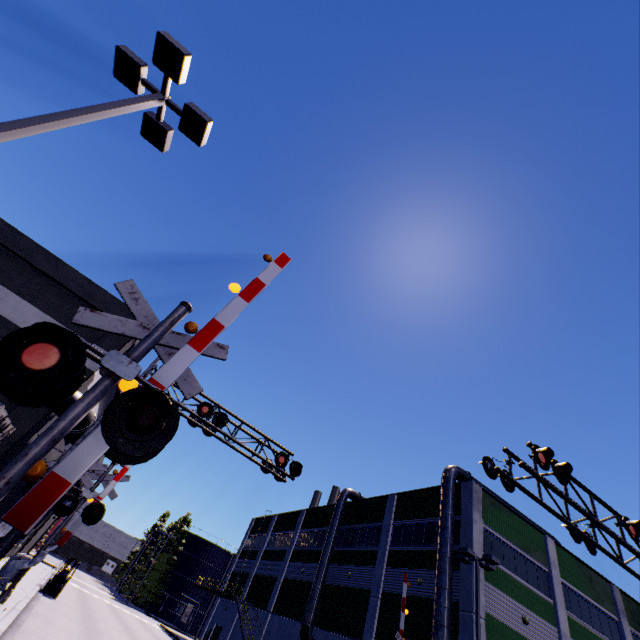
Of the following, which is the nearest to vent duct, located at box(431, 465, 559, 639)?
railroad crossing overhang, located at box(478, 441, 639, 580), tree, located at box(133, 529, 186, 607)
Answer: railroad crossing overhang, located at box(478, 441, 639, 580)

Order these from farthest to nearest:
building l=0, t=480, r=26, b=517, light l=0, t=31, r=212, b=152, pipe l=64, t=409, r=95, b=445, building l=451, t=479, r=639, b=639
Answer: building l=451, t=479, r=639, b=639
building l=0, t=480, r=26, b=517
pipe l=64, t=409, r=95, b=445
light l=0, t=31, r=212, b=152

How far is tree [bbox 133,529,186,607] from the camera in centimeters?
5259cm

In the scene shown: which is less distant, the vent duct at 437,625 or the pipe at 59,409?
the pipe at 59,409

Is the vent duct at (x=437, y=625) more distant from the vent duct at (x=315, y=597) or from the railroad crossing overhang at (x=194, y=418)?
the vent duct at (x=315, y=597)

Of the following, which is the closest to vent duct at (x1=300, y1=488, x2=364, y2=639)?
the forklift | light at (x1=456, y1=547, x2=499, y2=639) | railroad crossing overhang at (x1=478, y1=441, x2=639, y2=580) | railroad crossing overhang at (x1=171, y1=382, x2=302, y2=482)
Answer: the forklift

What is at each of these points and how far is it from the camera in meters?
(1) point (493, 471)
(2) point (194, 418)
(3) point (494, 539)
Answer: (1) railroad crossing overhang, 10.1 m
(2) railroad crossing overhang, 14.9 m
(3) building, 21.8 m

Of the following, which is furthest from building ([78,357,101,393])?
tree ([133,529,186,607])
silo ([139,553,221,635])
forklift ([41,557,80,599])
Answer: tree ([133,529,186,607])
